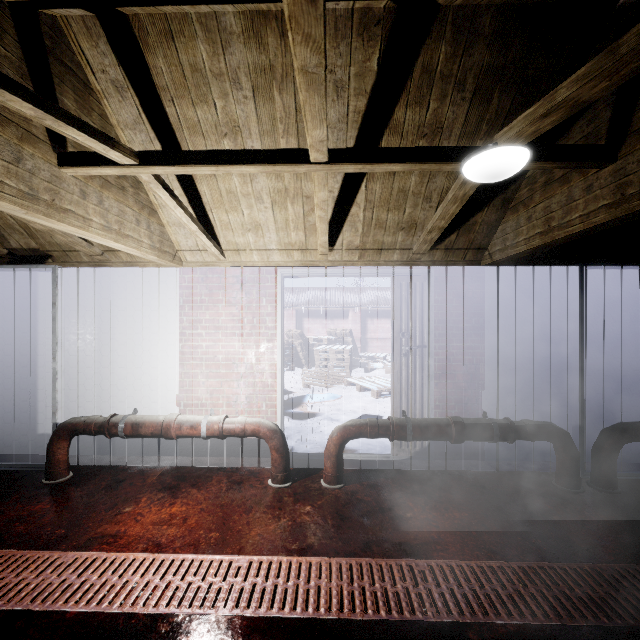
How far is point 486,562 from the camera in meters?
1.9 m

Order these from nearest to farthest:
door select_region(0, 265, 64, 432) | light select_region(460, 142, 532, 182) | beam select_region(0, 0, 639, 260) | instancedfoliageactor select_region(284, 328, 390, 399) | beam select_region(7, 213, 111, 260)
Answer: beam select_region(0, 0, 639, 260), light select_region(460, 142, 532, 182), beam select_region(7, 213, 111, 260), door select_region(0, 265, 64, 432), instancedfoliageactor select_region(284, 328, 390, 399)

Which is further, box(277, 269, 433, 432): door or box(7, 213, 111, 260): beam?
box(277, 269, 433, 432): door

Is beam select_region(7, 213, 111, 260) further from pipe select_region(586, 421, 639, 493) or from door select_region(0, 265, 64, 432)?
pipe select_region(586, 421, 639, 493)

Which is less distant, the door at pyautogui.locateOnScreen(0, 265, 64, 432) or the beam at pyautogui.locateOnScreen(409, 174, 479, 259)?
the beam at pyautogui.locateOnScreen(409, 174, 479, 259)

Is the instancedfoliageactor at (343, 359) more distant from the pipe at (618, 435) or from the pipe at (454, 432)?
the pipe at (618, 435)

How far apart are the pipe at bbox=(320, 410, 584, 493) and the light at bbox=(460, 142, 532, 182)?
1.9 meters

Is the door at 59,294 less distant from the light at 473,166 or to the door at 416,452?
the door at 416,452
